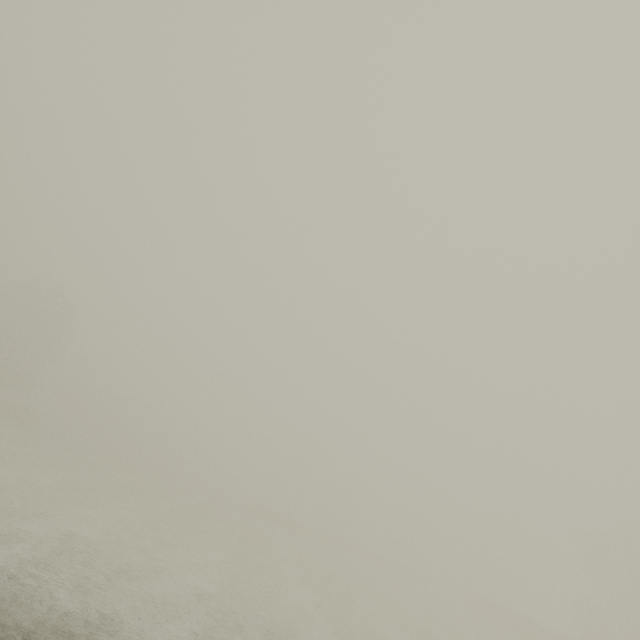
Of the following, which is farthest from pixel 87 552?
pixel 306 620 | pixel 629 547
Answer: pixel 629 547
